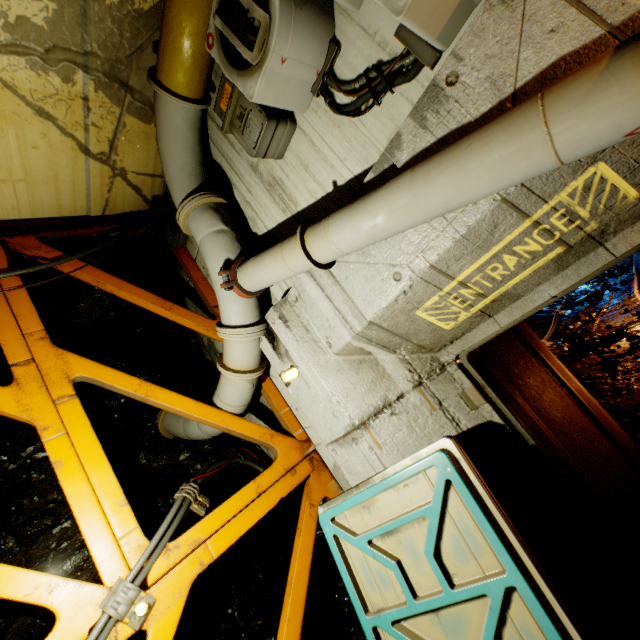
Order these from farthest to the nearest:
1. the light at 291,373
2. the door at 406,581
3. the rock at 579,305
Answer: the rock at 579,305 < the light at 291,373 < the door at 406,581

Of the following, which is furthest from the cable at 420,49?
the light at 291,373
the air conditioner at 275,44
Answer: the light at 291,373

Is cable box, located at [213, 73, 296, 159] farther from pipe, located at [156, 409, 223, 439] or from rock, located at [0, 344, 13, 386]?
rock, located at [0, 344, 13, 386]

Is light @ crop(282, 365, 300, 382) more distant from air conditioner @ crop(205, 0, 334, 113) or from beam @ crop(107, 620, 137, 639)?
air conditioner @ crop(205, 0, 334, 113)

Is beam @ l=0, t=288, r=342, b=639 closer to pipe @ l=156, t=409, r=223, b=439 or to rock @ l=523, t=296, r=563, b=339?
pipe @ l=156, t=409, r=223, b=439

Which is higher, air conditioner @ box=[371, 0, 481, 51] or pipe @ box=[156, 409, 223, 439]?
air conditioner @ box=[371, 0, 481, 51]

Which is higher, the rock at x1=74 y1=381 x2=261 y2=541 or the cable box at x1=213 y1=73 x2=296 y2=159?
the cable box at x1=213 y1=73 x2=296 y2=159

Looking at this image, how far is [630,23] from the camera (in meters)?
1.42
